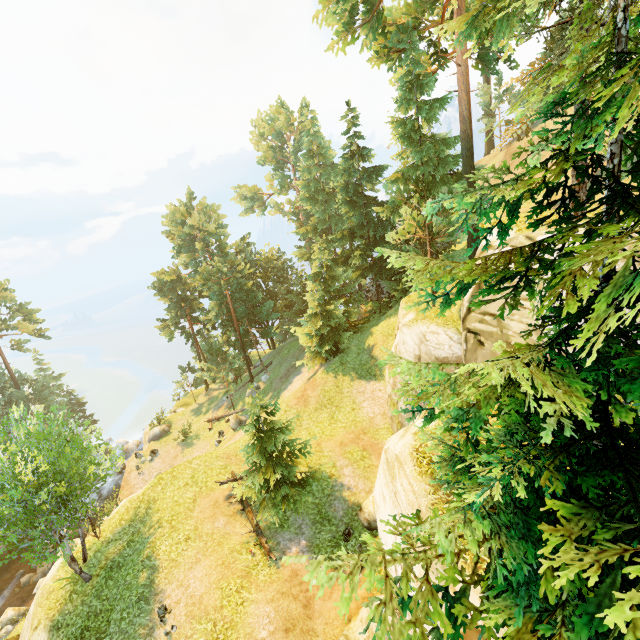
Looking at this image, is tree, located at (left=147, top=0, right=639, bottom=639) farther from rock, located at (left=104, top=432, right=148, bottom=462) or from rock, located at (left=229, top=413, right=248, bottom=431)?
rock, located at (left=104, top=432, right=148, bottom=462)

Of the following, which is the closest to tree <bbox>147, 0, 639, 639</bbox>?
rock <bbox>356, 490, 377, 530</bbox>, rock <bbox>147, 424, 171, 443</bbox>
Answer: rock <bbox>356, 490, 377, 530</bbox>

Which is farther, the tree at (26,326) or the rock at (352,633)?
the tree at (26,326)

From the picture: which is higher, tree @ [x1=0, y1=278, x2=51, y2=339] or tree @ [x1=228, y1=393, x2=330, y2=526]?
tree @ [x1=0, y1=278, x2=51, y2=339]

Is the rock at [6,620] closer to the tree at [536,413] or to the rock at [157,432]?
the tree at [536,413]

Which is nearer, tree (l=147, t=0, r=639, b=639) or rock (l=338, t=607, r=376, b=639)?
tree (l=147, t=0, r=639, b=639)

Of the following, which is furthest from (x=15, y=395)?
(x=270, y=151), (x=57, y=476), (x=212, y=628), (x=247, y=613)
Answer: (x=270, y=151)

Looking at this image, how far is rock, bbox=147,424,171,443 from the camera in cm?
3446
